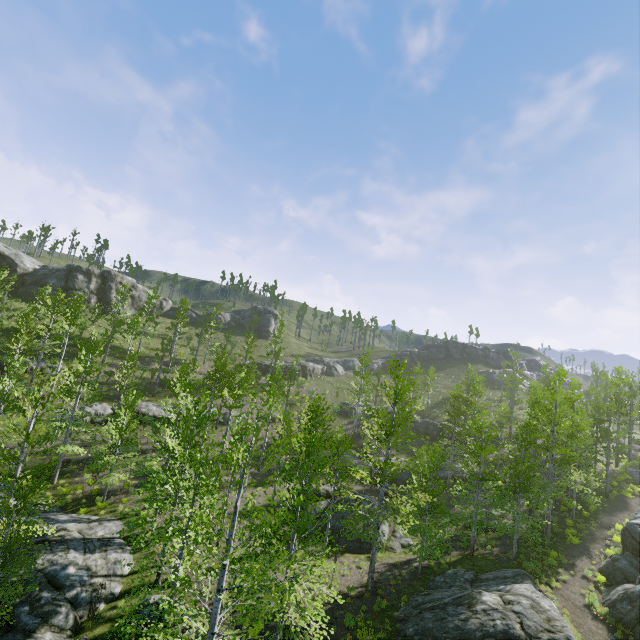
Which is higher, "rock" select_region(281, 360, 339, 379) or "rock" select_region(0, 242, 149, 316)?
"rock" select_region(0, 242, 149, 316)

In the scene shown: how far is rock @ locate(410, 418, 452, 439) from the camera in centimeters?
4234cm

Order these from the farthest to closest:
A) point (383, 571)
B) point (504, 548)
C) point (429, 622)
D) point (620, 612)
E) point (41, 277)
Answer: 1. point (41, 277)
2. point (504, 548)
3. point (383, 571)
4. point (620, 612)
5. point (429, 622)

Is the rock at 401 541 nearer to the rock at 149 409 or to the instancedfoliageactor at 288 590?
the instancedfoliageactor at 288 590

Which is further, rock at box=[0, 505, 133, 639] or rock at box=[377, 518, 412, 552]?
rock at box=[377, 518, 412, 552]

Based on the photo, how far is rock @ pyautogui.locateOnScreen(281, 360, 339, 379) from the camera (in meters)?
53.31

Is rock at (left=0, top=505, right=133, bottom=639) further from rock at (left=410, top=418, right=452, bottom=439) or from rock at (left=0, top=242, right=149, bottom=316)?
rock at (left=0, top=242, right=149, bottom=316)

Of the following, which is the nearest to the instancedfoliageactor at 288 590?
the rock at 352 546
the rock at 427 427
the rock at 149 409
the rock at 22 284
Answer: the rock at 149 409
